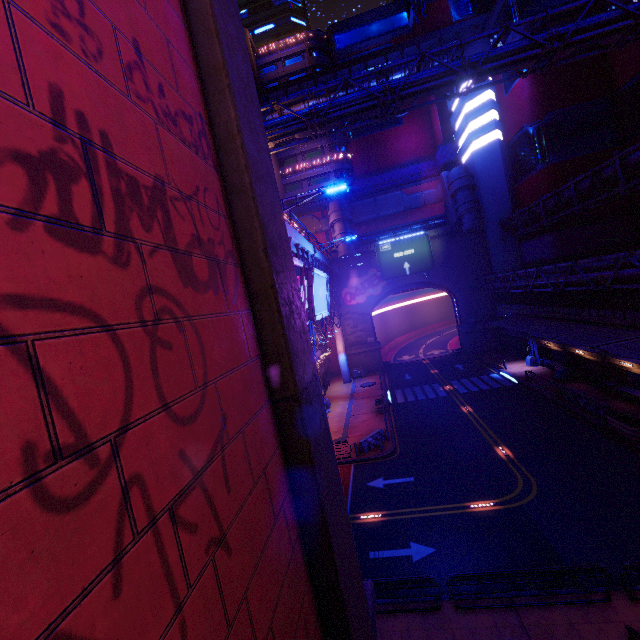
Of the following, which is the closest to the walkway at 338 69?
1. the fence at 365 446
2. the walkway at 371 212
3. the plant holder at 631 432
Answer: the walkway at 371 212

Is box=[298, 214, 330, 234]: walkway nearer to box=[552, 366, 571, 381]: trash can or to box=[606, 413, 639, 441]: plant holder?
box=[552, 366, 571, 381]: trash can

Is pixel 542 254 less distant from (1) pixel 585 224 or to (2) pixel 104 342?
(1) pixel 585 224

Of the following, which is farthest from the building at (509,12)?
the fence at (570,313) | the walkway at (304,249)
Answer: the walkway at (304,249)

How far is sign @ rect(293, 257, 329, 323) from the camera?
15.5 meters

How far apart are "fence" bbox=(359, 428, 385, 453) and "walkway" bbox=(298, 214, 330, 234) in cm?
3315

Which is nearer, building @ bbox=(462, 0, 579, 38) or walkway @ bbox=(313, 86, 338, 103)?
building @ bbox=(462, 0, 579, 38)

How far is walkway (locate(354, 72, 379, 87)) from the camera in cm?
4941
